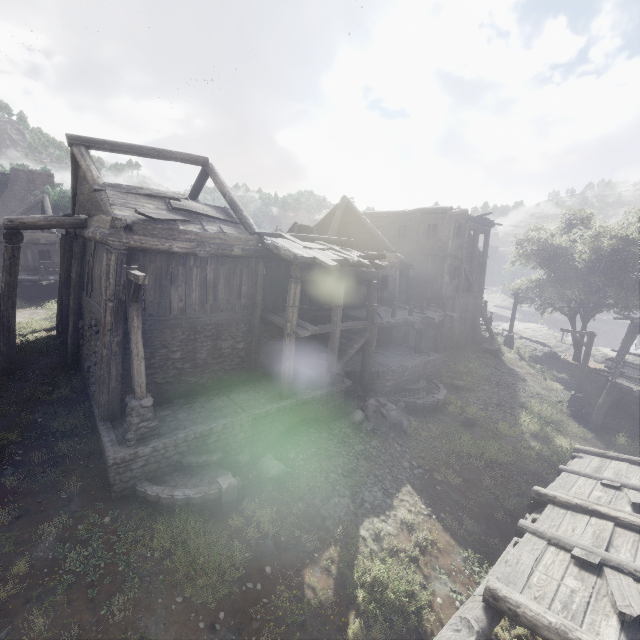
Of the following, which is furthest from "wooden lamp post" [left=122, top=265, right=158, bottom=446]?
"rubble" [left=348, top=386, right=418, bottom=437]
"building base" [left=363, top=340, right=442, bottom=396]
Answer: "rubble" [left=348, top=386, right=418, bottom=437]

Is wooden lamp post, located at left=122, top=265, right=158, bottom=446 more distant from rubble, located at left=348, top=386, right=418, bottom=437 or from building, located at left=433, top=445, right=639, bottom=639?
rubble, located at left=348, top=386, right=418, bottom=437

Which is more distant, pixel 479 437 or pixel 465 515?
pixel 479 437

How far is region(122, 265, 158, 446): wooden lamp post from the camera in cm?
784

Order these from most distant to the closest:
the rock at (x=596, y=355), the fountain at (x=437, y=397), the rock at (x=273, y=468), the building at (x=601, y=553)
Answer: the rock at (x=596, y=355) < the fountain at (x=437, y=397) < the rock at (x=273, y=468) < the building at (x=601, y=553)

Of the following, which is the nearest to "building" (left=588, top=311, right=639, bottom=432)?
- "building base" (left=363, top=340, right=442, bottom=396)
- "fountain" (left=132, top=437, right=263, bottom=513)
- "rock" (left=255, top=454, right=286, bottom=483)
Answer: "building base" (left=363, top=340, right=442, bottom=396)

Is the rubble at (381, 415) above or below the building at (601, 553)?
below

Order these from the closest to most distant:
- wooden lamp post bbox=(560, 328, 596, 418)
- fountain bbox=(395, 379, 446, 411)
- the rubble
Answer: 1. the rubble
2. fountain bbox=(395, 379, 446, 411)
3. wooden lamp post bbox=(560, 328, 596, 418)
